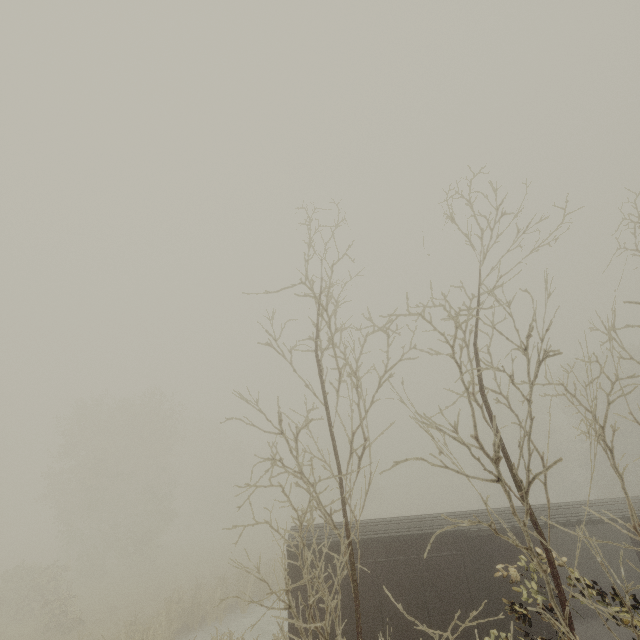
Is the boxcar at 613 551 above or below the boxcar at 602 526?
below

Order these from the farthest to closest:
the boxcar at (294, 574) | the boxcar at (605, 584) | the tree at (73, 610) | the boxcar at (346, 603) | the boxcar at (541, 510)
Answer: the boxcar at (605, 584) → the boxcar at (541, 510) → the boxcar at (294, 574) → the boxcar at (346, 603) → the tree at (73, 610)

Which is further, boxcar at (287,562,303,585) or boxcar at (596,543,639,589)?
boxcar at (596,543,639,589)

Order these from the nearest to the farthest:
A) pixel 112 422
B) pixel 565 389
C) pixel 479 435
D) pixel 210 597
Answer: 1. pixel 565 389
2. pixel 210 597
3. pixel 112 422
4. pixel 479 435

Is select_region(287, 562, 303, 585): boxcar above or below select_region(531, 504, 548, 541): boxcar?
below

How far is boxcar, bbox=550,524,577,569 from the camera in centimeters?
1247cm
